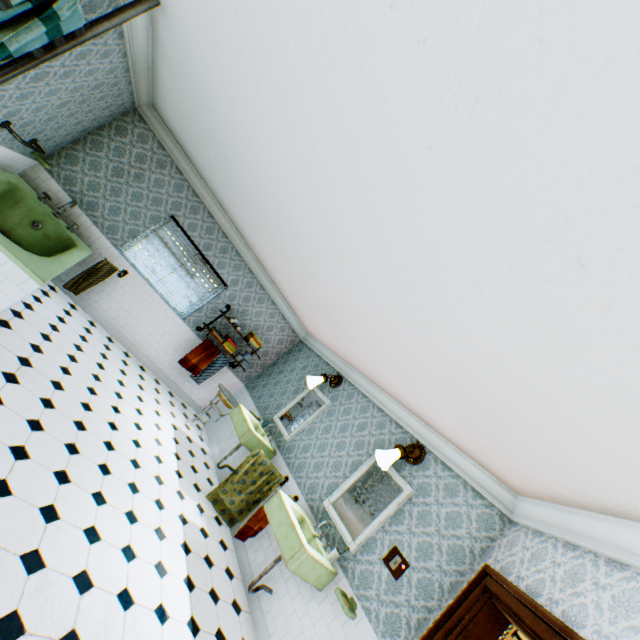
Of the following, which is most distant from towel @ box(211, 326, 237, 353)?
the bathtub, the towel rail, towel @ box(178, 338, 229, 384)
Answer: the towel rail

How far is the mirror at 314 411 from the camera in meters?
5.8 m

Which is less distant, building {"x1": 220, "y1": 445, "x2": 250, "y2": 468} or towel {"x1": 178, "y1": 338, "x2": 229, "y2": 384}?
building {"x1": 220, "y1": 445, "x2": 250, "y2": 468}

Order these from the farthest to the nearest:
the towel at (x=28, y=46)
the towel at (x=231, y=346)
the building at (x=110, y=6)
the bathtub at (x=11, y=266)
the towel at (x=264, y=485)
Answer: the towel at (x=231, y=346) → the towel at (x=264, y=485) → the bathtub at (x=11, y=266) → the building at (x=110, y=6) → the towel at (x=28, y=46)

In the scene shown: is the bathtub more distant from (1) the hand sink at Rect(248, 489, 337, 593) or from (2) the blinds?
(1) the hand sink at Rect(248, 489, 337, 593)

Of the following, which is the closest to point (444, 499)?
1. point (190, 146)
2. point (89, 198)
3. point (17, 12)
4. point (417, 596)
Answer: point (417, 596)

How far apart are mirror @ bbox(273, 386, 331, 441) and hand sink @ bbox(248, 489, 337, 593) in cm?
139

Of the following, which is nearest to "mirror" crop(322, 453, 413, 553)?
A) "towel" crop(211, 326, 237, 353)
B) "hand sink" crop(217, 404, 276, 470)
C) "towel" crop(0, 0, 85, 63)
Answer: "hand sink" crop(217, 404, 276, 470)
